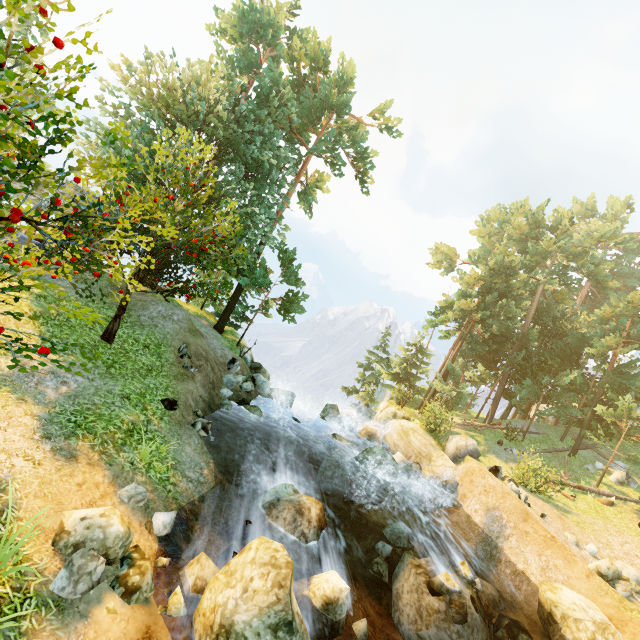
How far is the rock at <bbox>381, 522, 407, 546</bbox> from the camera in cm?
1308

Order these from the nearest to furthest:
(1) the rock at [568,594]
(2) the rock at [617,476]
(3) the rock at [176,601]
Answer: (3) the rock at [176,601], (1) the rock at [568,594], (2) the rock at [617,476]

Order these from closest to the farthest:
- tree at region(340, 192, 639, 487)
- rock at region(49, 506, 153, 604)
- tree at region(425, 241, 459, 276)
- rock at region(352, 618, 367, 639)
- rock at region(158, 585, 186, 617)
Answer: rock at region(49, 506, 153, 604) → rock at region(158, 585, 186, 617) → rock at region(352, 618, 367, 639) → tree at region(340, 192, 639, 487) → tree at region(425, 241, 459, 276)

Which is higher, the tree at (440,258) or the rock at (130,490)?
the tree at (440,258)

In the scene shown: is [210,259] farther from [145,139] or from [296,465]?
[296,465]

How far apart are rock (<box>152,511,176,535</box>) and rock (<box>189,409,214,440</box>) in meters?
3.8 m

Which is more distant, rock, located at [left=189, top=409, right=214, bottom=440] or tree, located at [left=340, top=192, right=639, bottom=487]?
tree, located at [left=340, top=192, right=639, bottom=487]

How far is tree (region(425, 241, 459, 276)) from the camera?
40.0 meters
